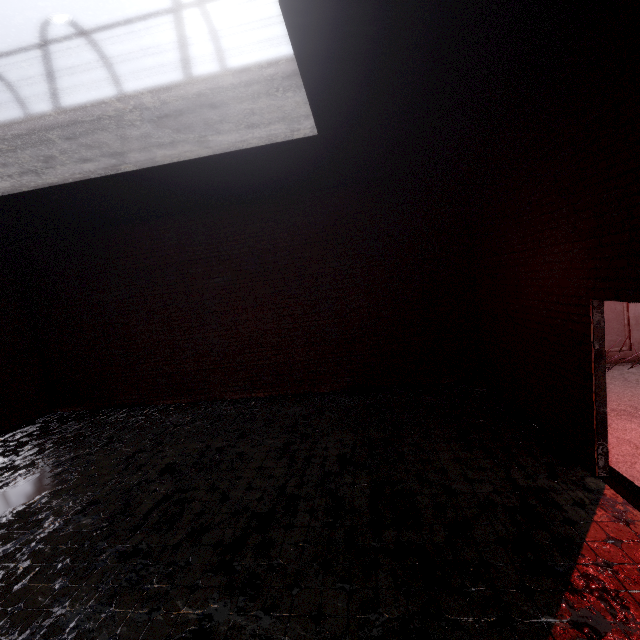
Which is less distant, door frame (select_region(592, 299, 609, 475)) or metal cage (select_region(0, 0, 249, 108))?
door frame (select_region(592, 299, 609, 475))

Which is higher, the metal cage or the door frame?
the metal cage

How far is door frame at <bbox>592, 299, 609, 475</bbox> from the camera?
3.7m

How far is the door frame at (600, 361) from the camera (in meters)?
3.73

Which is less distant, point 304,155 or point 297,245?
point 304,155

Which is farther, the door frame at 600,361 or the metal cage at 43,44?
the metal cage at 43,44
